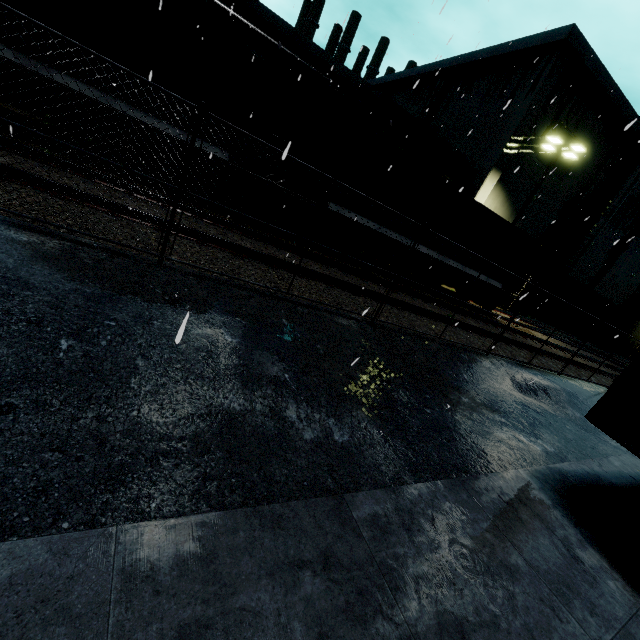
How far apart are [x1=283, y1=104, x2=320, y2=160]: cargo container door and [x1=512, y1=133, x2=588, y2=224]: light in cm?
1518

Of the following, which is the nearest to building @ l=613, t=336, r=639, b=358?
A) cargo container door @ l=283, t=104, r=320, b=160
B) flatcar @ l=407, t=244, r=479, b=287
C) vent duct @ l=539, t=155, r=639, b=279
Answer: vent duct @ l=539, t=155, r=639, b=279

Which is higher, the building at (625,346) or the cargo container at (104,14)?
the cargo container at (104,14)

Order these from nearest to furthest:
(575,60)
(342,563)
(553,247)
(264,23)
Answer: (342,563) → (575,60) → (264,23) → (553,247)

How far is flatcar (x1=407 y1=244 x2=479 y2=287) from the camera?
12.9m

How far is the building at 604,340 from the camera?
37.2 meters

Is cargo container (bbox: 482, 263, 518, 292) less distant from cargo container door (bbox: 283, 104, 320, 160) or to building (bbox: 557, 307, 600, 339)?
cargo container door (bbox: 283, 104, 320, 160)

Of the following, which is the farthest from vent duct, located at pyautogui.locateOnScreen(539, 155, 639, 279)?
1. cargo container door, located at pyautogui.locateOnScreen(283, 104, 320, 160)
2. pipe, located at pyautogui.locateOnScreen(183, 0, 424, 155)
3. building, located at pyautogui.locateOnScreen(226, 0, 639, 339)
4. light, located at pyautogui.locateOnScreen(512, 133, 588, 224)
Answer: cargo container door, located at pyautogui.locateOnScreen(283, 104, 320, 160)
